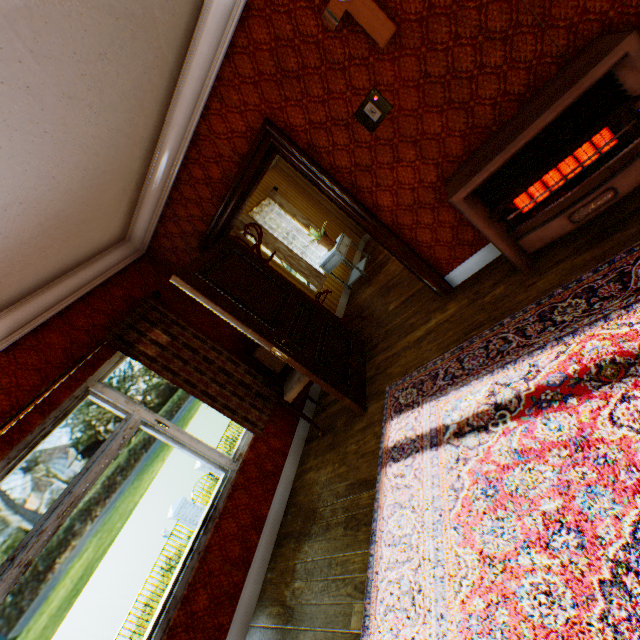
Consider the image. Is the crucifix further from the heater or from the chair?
the chair

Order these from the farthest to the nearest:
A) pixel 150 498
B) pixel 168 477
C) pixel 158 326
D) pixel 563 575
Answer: pixel 150 498, pixel 168 477, pixel 158 326, pixel 563 575

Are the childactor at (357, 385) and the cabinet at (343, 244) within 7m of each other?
yes

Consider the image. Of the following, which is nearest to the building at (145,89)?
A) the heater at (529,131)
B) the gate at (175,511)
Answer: the heater at (529,131)

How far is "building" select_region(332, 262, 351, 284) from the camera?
6.77m

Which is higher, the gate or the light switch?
the light switch

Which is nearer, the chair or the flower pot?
the chair

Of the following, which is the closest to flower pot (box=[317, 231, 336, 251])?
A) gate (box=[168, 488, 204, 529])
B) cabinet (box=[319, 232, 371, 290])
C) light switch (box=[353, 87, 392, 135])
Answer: cabinet (box=[319, 232, 371, 290])
